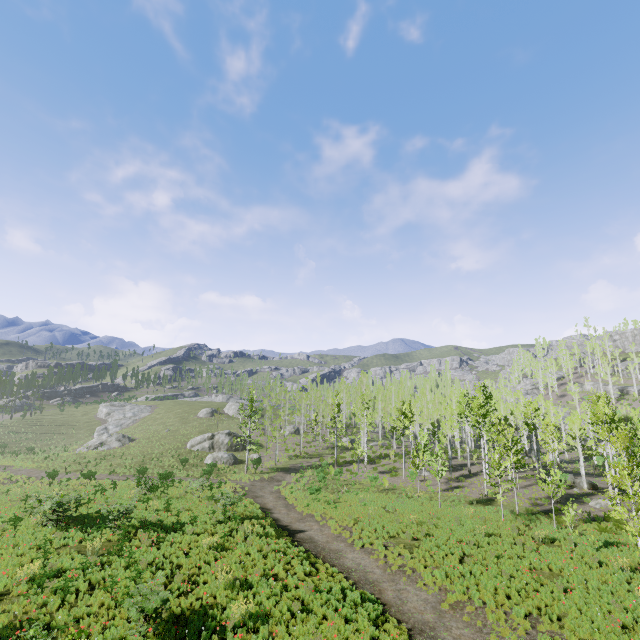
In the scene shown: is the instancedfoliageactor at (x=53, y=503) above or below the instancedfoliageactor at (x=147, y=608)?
above

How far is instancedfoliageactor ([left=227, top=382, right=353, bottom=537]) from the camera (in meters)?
25.51

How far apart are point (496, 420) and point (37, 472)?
53.9 meters

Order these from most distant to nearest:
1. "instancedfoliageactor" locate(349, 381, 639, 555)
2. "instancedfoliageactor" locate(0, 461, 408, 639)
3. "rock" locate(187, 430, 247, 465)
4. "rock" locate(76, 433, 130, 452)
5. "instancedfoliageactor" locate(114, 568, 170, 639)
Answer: "rock" locate(76, 433, 130, 452)
"rock" locate(187, 430, 247, 465)
"instancedfoliageactor" locate(349, 381, 639, 555)
"instancedfoliageactor" locate(0, 461, 408, 639)
"instancedfoliageactor" locate(114, 568, 170, 639)

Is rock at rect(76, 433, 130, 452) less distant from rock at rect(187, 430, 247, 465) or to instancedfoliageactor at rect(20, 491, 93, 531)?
rock at rect(187, 430, 247, 465)

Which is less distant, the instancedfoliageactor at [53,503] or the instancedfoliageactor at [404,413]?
the instancedfoliageactor at [53,503]

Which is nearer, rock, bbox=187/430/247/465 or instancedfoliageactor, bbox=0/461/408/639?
instancedfoliageactor, bbox=0/461/408/639

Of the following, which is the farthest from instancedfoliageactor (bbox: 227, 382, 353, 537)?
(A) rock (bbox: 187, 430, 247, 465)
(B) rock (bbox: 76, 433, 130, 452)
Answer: (B) rock (bbox: 76, 433, 130, 452)
